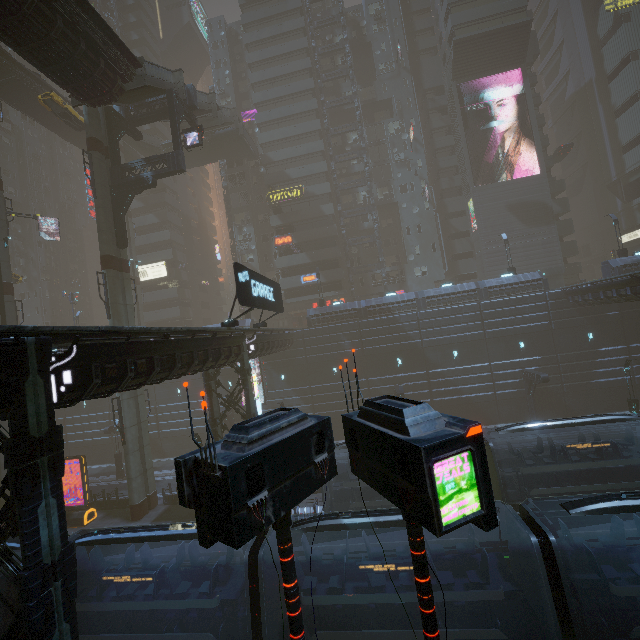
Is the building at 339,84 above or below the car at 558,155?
above

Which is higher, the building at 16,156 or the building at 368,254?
the building at 16,156

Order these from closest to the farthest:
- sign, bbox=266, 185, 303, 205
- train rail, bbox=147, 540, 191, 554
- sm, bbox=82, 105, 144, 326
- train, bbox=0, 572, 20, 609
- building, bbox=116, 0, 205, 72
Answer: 1. train, bbox=0, 572, 20, 609
2. train rail, bbox=147, 540, 191, 554
3. sm, bbox=82, 105, 144, 326
4. sign, bbox=266, 185, 303, 205
5. building, bbox=116, 0, 205, 72

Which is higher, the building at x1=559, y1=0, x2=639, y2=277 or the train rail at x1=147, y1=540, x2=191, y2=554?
the building at x1=559, y1=0, x2=639, y2=277

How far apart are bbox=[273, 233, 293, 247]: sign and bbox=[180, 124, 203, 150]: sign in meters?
20.2 m

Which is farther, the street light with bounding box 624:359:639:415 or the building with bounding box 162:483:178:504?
the street light with bounding box 624:359:639:415

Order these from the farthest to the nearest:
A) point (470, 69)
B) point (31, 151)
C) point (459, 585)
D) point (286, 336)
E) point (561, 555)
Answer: point (31, 151) → point (470, 69) → point (286, 336) → point (561, 555) → point (459, 585)

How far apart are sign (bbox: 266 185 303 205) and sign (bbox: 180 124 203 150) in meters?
20.0
